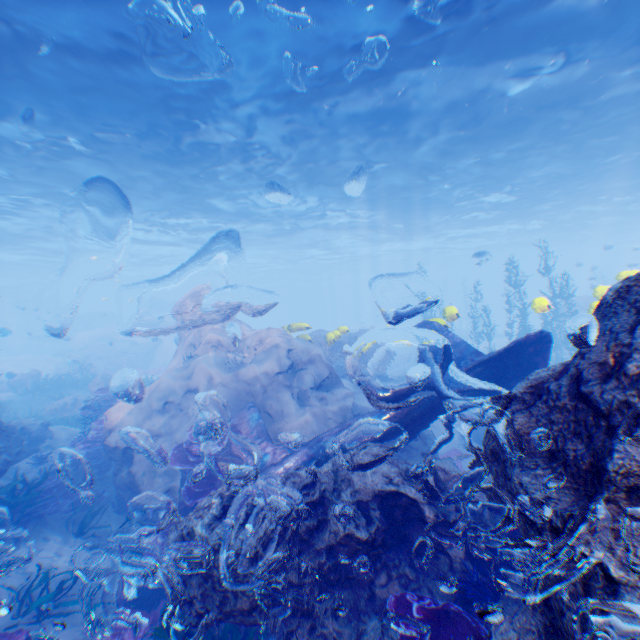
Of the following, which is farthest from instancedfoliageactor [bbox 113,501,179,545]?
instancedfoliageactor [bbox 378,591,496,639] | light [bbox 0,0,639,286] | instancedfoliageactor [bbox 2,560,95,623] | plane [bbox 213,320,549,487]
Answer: light [bbox 0,0,639,286]

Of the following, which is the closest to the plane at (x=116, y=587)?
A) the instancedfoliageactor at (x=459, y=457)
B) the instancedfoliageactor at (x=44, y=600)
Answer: the instancedfoliageactor at (x=44, y=600)

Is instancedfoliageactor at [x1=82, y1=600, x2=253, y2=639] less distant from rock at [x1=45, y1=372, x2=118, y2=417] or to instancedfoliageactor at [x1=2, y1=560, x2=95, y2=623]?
rock at [x1=45, y1=372, x2=118, y2=417]

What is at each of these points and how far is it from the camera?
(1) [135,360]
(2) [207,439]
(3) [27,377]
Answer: (1) rock, 30.7m
(2) instancedfoliageactor, 7.7m
(3) rock, 22.0m

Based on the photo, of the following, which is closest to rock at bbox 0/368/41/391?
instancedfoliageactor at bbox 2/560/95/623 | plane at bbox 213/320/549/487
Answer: plane at bbox 213/320/549/487

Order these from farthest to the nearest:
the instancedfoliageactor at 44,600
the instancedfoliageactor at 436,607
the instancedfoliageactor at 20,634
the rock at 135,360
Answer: the rock at 135,360
the instancedfoliageactor at 44,600
the instancedfoliageactor at 20,634
the instancedfoliageactor at 436,607

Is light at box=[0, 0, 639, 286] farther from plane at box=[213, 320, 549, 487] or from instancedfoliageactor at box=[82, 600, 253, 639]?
instancedfoliageactor at box=[82, 600, 253, 639]
